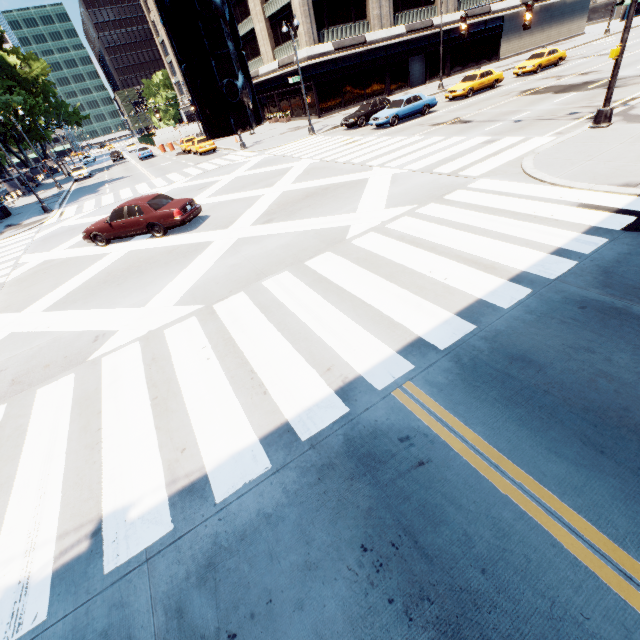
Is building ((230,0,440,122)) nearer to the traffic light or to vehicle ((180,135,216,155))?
vehicle ((180,135,216,155))

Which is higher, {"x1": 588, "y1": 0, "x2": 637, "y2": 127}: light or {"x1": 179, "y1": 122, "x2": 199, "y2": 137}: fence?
{"x1": 179, "y1": 122, "x2": 199, "y2": 137}: fence

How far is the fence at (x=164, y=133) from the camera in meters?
46.5

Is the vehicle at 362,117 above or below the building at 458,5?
below

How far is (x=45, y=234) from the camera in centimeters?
1891cm

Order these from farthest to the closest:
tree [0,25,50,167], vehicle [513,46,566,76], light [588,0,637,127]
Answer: tree [0,25,50,167]
vehicle [513,46,566,76]
light [588,0,637,127]

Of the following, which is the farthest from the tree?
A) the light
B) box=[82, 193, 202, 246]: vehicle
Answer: the light

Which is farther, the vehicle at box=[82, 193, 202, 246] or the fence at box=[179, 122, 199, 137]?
the fence at box=[179, 122, 199, 137]
